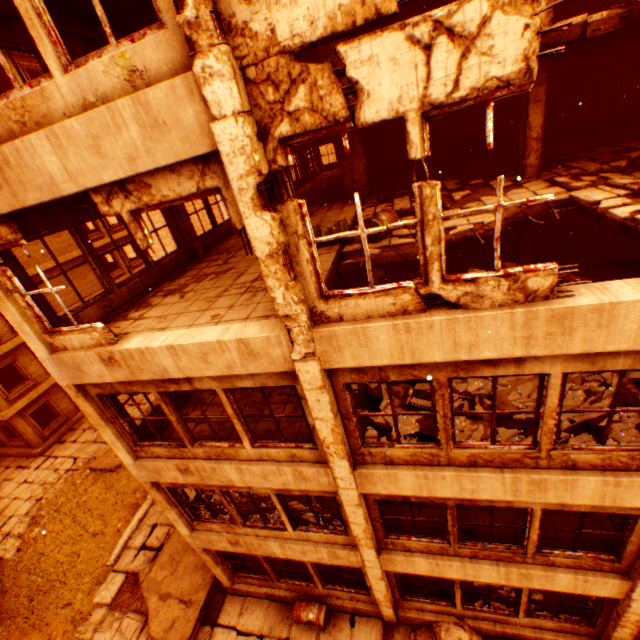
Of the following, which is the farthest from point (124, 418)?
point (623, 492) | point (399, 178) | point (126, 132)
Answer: point (399, 178)

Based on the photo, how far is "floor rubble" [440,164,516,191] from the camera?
10.4 meters

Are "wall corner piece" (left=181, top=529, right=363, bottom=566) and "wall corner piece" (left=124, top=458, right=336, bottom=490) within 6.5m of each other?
yes

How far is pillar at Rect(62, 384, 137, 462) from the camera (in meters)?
6.25

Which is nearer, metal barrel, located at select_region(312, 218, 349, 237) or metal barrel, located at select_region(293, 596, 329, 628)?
metal barrel, located at select_region(312, 218, 349, 237)

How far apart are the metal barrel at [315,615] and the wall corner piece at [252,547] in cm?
214

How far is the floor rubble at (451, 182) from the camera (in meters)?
10.38

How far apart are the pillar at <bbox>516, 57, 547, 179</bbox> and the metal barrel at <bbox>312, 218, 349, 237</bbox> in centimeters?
538cm
